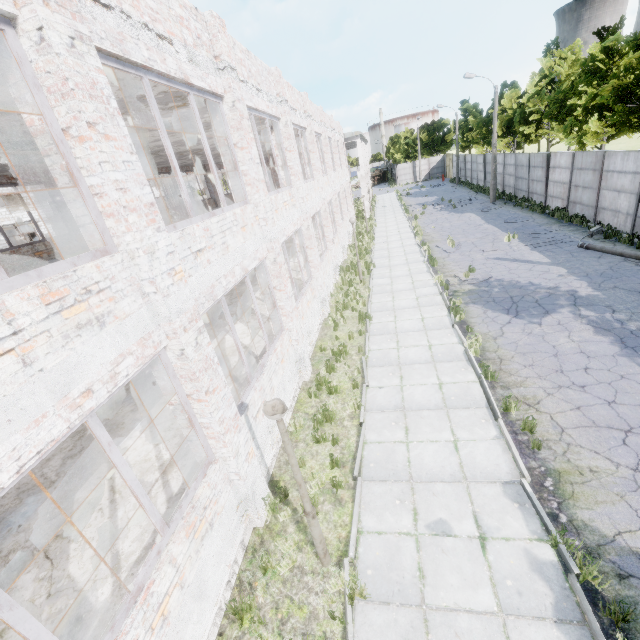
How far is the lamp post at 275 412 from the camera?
4.0m

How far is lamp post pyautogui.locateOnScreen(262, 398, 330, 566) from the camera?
4.02m

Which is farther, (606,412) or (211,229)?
(606,412)
